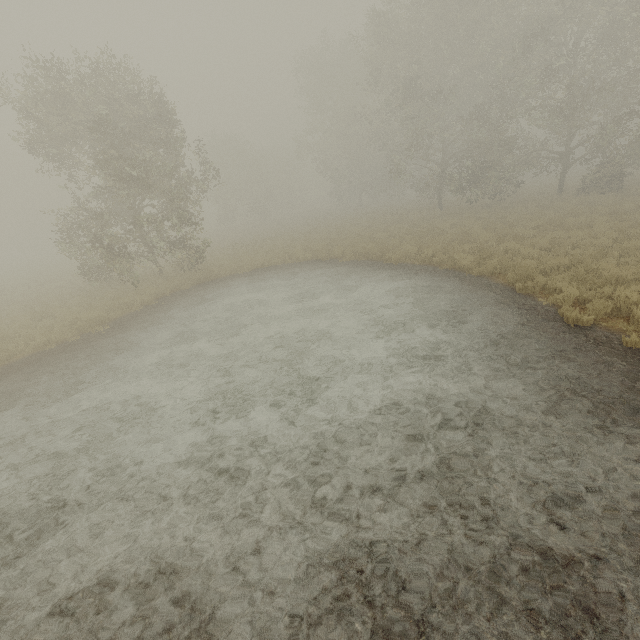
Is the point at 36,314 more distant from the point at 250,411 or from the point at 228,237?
the point at 228,237
